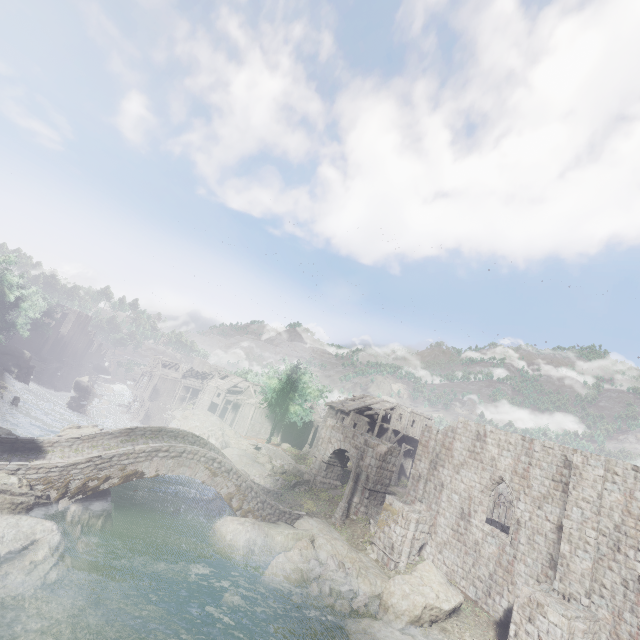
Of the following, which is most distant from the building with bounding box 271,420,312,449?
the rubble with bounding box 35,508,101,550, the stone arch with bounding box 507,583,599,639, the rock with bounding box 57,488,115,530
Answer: the rubble with bounding box 35,508,101,550

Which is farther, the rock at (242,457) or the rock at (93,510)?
the rock at (242,457)

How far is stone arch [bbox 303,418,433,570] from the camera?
20.58m

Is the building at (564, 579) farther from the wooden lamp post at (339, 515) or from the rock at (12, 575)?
the rock at (12, 575)

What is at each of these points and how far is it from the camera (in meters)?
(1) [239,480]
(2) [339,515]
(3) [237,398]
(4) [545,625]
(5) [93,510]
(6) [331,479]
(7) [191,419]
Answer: (1) bridge, 21.16
(2) wooden lamp post, 24.56
(3) building, 56.69
(4) stone arch, 13.45
(5) rock, 16.91
(6) stone arch, 31.11
(7) rock, 48.72

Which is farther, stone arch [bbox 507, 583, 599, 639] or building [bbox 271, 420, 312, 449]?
building [bbox 271, 420, 312, 449]

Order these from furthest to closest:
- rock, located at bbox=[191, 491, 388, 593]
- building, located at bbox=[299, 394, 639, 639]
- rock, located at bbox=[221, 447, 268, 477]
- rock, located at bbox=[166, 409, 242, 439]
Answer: rock, located at bbox=[166, 409, 242, 439]
rock, located at bbox=[221, 447, 268, 477]
rock, located at bbox=[191, 491, 388, 593]
building, located at bbox=[299, 394, 639, 639]

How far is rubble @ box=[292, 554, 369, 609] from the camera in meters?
16.7 m
